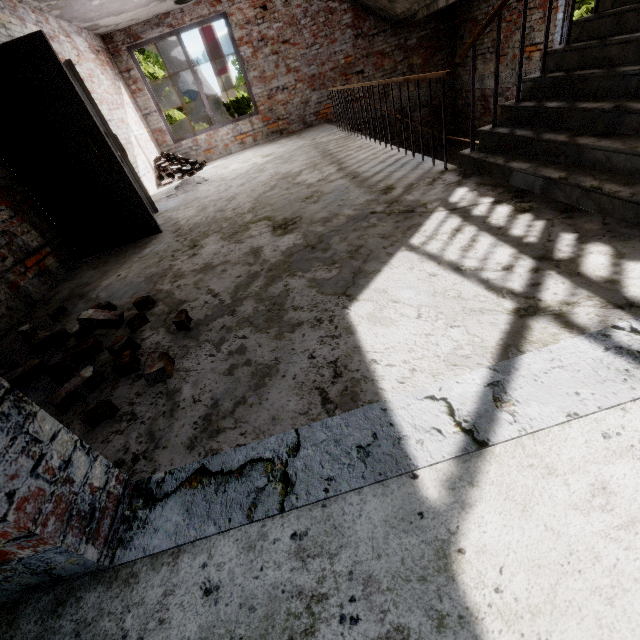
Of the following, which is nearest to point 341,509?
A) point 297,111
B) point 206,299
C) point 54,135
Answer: point 206,299

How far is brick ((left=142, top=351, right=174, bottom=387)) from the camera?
1.7 meters

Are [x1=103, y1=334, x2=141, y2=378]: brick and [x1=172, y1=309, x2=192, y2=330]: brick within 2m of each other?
yes

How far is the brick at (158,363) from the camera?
1.7m

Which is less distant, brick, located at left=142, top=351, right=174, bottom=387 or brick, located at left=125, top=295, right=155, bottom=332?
brick, located at left=142, top=351, right=174, bottom=387

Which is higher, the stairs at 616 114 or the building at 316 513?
the stairs at 616 114

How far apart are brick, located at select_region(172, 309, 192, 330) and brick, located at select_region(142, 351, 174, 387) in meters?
0.3 m

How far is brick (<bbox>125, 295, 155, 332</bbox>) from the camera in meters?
2.3 m
